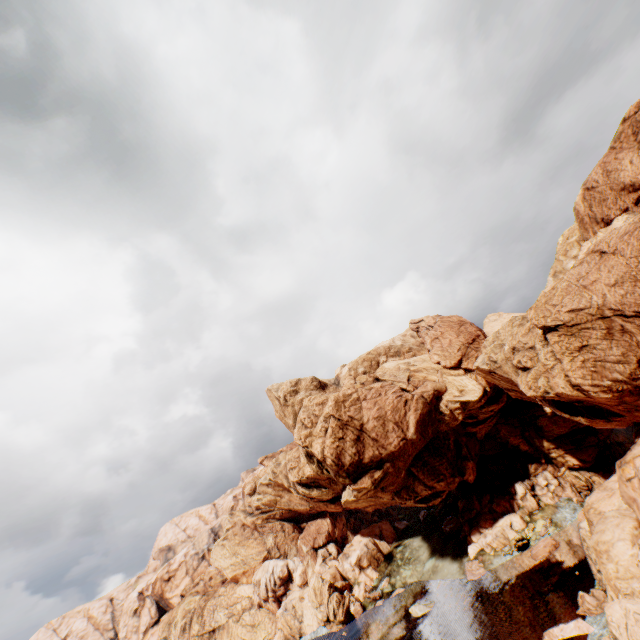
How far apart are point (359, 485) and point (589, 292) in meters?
39.7

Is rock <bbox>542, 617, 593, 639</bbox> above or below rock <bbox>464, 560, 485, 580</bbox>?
below

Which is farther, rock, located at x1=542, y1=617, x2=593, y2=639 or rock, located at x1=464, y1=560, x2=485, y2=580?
rock, located at x1=464, y1=560, x2=485, y2=580

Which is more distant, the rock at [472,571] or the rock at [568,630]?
the rock at [472,571]

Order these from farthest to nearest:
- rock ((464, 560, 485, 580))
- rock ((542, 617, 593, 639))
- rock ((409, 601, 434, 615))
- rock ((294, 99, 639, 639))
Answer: rock ((464, 560, 485, 580))
rock ((409, 601, 434, 615))
rock ((542, 617, 593, 639))
rock ((294, 99, 639, 639))

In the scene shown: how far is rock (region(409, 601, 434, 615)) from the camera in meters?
47.3
